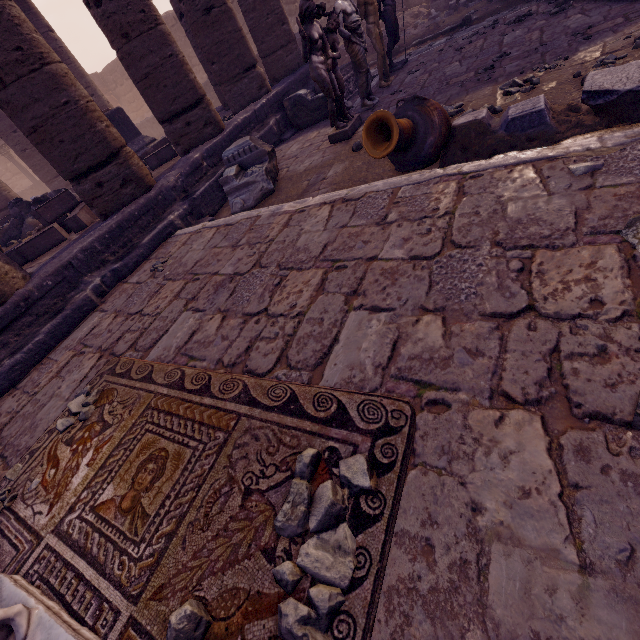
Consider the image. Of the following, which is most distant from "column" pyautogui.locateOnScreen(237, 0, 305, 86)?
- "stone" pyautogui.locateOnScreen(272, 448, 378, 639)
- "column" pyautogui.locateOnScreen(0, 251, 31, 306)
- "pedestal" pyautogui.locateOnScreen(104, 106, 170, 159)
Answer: "stone" pyautogui.locateOnScreen(272, 448, 378, 639)

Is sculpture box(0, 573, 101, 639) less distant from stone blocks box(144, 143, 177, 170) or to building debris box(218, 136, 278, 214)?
building debris box(218, 136, 278, 214)

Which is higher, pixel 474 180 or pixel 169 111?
pixel 169 111

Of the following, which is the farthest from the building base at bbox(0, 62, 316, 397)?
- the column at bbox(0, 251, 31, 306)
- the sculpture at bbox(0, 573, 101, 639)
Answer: the sculpture at bbox(0, 573, 101, 639)

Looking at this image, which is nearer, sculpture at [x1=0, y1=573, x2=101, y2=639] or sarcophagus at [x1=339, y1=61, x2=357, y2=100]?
sculpture at [x1=0, y1=573, x2=101, y2=639]

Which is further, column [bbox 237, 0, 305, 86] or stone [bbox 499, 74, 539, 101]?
column [bbox 237, 0, 305, 86]

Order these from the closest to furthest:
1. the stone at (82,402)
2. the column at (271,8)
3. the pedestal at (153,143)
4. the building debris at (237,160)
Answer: the stone at (82,402) → the building debris at (237,160) → the column at (271,8) → the pedestal at (153,143)

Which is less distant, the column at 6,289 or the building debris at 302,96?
the column at 6,289
